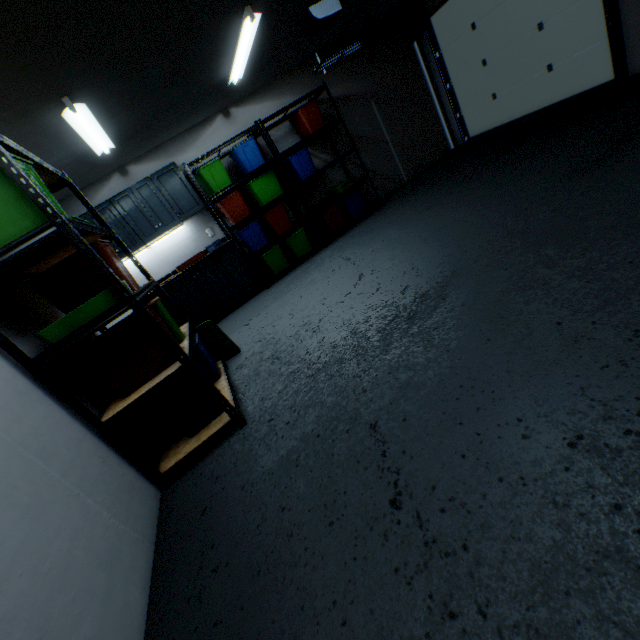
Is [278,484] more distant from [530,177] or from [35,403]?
[530,177]

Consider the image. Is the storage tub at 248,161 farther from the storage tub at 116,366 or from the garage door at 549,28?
the storage tub at 116,366

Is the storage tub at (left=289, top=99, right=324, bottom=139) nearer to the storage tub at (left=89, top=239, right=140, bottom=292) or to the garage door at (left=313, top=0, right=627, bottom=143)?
the garage door at (left=313, top=0, right=627, bottom=143)

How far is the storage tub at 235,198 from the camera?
4.5m

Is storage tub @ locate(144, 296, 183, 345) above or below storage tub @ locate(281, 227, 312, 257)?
above

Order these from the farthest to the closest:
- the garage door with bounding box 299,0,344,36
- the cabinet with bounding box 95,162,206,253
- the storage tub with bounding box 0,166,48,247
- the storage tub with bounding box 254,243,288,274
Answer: the storage tub with bounding box 254,243,288,274 → the cabinet with bounding box 95,162,206,253 → the garage door with bounding box 299,0,344,36 → the storage tub with bounding box 0,166,48,247

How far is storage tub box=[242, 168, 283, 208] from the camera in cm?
464

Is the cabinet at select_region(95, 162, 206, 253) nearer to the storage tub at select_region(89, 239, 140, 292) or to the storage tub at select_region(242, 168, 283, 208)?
the storage tub at select_region(242, 168, 283, 208)
